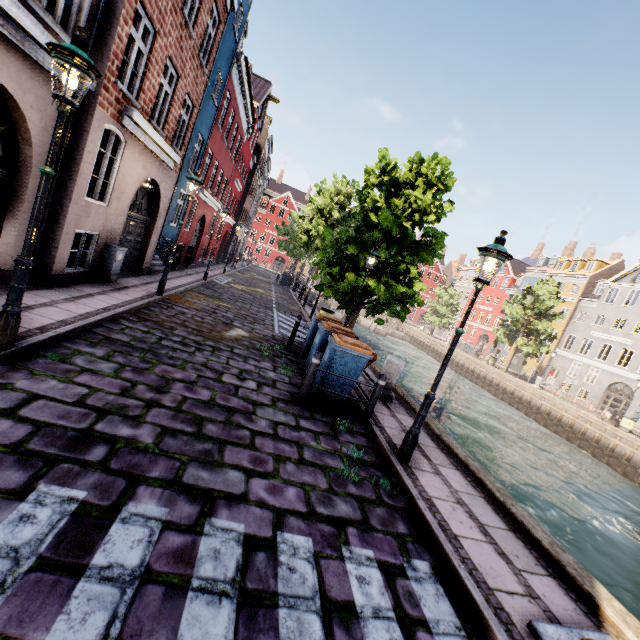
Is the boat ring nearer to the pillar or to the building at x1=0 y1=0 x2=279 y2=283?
the pillar

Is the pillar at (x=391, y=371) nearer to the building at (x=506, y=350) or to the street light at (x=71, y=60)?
the street light at (x=71, y=60)

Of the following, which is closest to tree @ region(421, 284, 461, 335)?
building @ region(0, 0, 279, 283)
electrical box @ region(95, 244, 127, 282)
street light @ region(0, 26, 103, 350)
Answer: street light @ region(0, 26, 103, 350)

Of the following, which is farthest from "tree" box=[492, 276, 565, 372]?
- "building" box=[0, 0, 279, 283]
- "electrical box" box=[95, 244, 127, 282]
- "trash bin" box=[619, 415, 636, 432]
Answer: "electrical box" box=[95, 244, 127, 282]

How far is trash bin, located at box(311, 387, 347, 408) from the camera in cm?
648

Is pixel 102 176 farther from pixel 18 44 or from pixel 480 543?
pixel 480 543

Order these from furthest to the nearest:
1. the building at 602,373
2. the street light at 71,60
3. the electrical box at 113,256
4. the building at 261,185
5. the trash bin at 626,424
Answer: the building at 602,373, the trash bin at 626,424, the electrical box at 113,256, the building at 261,185, the street light at 71,60

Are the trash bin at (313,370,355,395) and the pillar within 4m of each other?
yes
